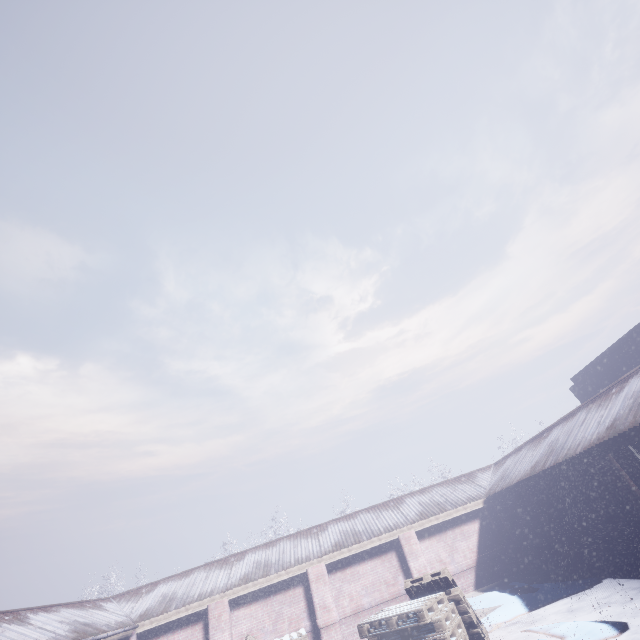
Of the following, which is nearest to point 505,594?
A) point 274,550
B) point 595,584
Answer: point 595,584
